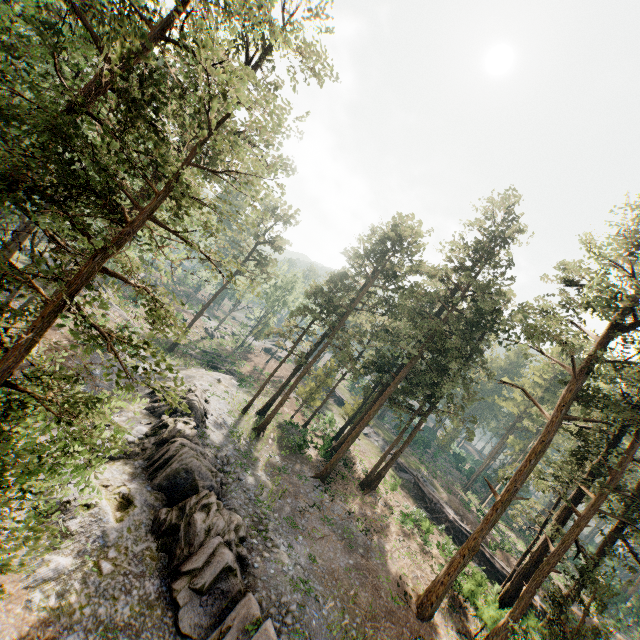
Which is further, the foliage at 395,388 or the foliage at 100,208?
the foliage at 395,388

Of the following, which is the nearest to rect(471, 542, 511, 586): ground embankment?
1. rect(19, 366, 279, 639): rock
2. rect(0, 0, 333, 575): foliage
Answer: rect(0, 0, 333, 575): foliage

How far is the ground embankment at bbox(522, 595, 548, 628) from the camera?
22.7 meters

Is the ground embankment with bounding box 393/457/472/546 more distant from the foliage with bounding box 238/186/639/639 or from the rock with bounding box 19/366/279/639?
the rock with bounding box 19/366/279/639

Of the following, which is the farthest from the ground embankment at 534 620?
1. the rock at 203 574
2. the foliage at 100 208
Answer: the rock at 203 574

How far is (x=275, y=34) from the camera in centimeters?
1082cm
